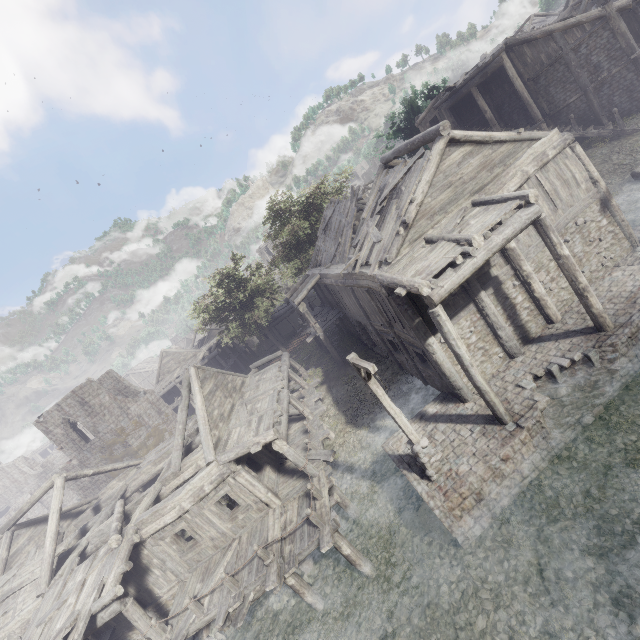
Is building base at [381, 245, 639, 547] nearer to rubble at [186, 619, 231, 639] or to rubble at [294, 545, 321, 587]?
rubble at [294, 545, 321, 587]

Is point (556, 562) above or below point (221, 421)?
below

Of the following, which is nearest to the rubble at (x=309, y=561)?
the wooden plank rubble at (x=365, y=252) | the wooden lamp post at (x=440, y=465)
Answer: the wooden lamp post at (x=440, y=465)

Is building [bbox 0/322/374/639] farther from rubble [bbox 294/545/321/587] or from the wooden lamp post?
the wooden lamp post

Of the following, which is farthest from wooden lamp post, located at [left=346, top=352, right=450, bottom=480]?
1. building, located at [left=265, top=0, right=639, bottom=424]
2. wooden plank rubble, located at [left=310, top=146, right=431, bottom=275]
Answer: wooden plank rubble, located at [left=310, top=146, right=431, bottom=275]

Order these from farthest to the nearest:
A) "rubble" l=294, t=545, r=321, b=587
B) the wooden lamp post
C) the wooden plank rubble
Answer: "rubble" l=294, t=545, r=321, b=587
the wooden plank rubble
the wooden lamp post

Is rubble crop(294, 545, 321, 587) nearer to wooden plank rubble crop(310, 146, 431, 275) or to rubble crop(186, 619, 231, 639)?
rubble crop(186, 619, 231, 639)

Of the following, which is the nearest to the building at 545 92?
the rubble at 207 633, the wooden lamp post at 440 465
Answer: the rubble at 207 633
